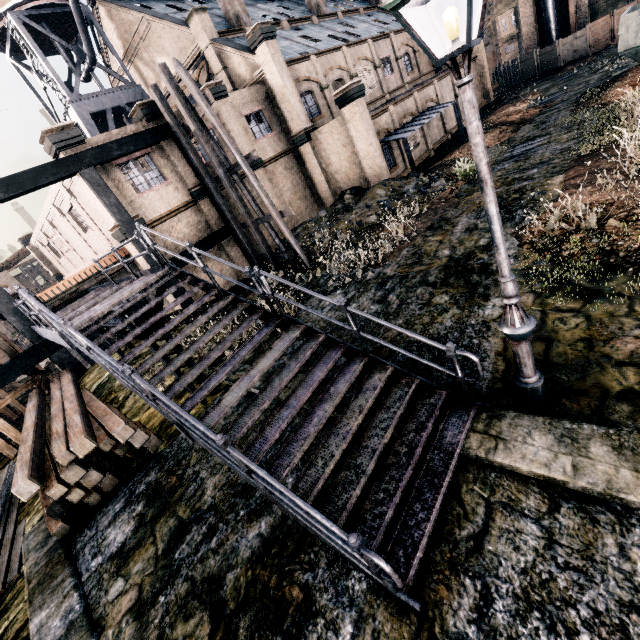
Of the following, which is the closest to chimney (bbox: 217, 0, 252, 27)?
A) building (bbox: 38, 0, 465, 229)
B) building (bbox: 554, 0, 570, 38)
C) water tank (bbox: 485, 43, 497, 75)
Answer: building (bbox: 38, 0, 465, 229)

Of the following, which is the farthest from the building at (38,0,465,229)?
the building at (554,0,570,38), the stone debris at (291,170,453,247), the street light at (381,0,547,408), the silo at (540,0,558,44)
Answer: the street light at (381,0,547,408)

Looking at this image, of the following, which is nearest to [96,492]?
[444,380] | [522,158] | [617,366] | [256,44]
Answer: [444,380]

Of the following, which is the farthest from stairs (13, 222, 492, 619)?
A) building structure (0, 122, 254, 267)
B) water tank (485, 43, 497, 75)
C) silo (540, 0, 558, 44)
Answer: water tank (485, 43, 497, 75)

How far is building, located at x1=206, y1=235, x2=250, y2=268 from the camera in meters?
20.4 m

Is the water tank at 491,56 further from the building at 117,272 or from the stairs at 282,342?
the stairs at 282,342

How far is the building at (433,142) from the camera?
26.0 meters
